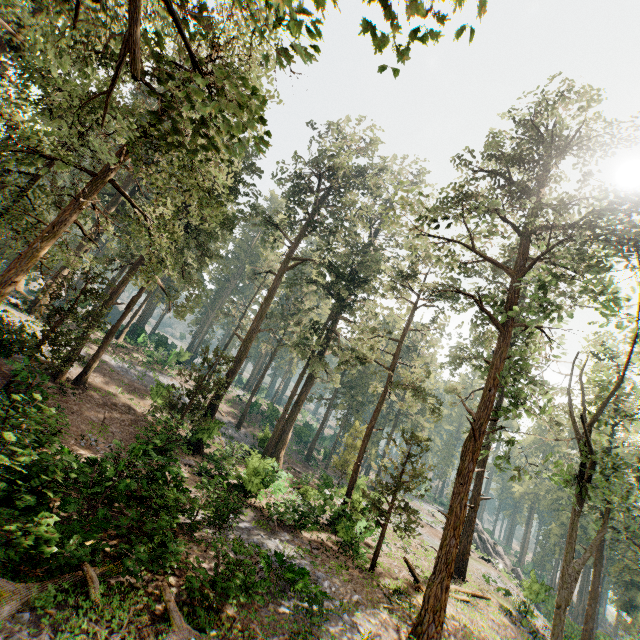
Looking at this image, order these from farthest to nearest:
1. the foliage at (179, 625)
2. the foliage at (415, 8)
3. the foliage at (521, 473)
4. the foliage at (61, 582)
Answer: the foliage at (521, 473), the foliage at (179, 625), the foliage at (61, 582), the foliage at (415, 8)

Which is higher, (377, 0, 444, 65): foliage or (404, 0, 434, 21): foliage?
(404, 0, 434, 21): foliage

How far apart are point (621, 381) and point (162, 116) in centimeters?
2117cm

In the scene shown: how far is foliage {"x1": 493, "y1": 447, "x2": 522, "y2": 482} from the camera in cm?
1252

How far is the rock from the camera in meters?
27.5

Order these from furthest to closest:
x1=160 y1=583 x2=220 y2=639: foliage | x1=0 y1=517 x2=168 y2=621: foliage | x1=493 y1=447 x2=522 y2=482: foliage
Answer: x1=493 y1=447 x2=522 y2=482: foliage → x1=160 y1=583 x2=220 y2=639: foliage → x1=0 y1=517 x2=168 y2=621: foliage

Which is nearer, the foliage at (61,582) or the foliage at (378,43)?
the foliage at (378,43)
